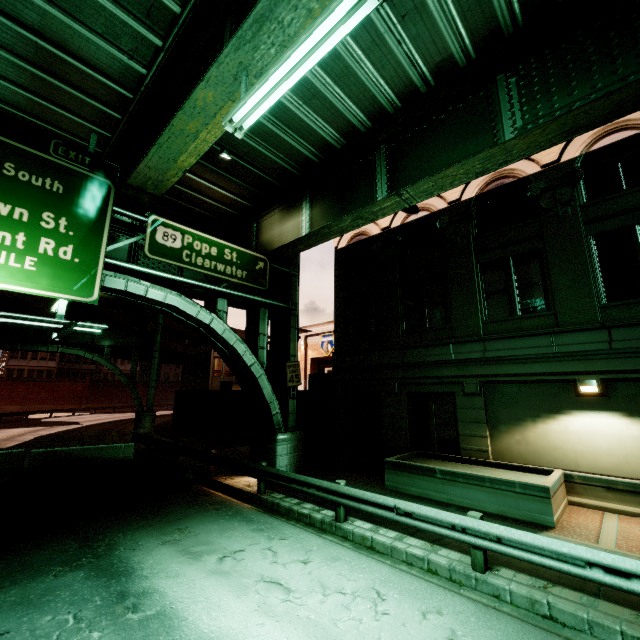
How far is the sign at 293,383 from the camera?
13.9m

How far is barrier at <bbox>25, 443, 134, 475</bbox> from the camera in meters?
14.1

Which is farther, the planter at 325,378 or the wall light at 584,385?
the planter at 325,378

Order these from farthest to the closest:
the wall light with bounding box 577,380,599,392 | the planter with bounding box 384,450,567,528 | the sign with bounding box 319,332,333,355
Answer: the sign with bounding box 319,332,333,355 < the wall light with bounding box 577,380,599,392 < the planter with bounding box 384,450,567,528

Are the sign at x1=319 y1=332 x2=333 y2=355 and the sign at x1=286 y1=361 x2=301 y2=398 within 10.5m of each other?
no

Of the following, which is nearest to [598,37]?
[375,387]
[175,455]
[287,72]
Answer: [287,72]

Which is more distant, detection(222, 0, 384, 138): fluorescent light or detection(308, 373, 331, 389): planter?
detection(308, 373, 331, 389): planter

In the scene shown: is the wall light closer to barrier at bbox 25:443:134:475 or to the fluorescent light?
the fluorescent light
